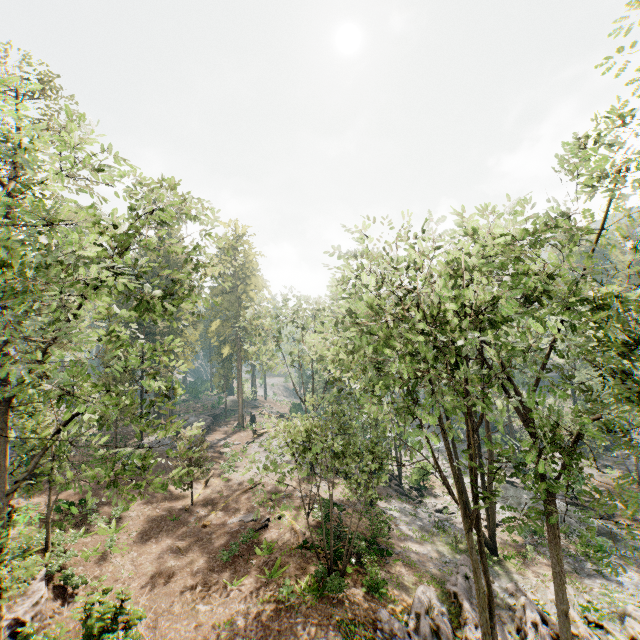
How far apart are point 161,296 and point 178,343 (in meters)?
3.76

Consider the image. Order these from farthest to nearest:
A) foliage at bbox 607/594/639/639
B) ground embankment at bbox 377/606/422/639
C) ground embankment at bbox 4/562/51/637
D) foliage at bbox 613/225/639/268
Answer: foliage at bbox 607/594/639/639 < ground embankment at bbox 377/606/422/639 < ground embankment at bbox 4/562/51/637 < foliage at bbox 613/225/639/268

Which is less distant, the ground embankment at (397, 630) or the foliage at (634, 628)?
the ground embankment at (397, 630)

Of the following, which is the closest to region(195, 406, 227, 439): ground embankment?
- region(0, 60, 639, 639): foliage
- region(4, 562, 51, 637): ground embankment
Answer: region(0, 60, 639, 639): foliage

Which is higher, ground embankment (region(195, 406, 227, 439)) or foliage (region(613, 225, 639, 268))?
foliage (region(613, 225, 639, 268))

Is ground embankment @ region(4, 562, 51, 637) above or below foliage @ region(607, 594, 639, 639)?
above

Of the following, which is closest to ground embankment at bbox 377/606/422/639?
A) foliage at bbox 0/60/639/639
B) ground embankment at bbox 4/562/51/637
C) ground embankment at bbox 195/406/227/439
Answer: foliage at bbox 0/60/639/639

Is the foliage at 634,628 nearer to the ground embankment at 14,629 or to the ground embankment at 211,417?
the ground embankment at 211,417
